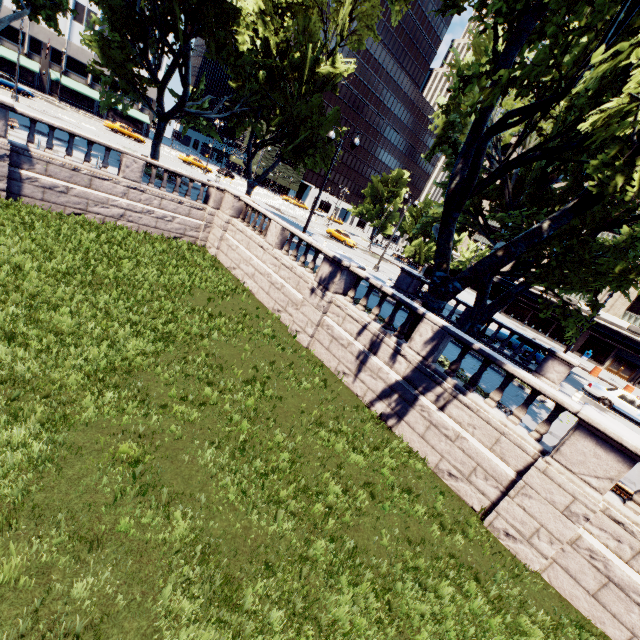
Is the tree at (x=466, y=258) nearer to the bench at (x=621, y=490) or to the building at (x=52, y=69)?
the building at (x=52, y=69)

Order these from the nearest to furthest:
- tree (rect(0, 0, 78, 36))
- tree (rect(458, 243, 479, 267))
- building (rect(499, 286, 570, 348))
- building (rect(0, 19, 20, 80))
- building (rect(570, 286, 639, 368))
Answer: tree (rect(0, 0, 78, 36)), building (rect(570, 286, 639, 368)), building (rect(499, 286, 570, 348)), building (rect(0, 19, 20, 80)), tree (rect(458, 243, 479, 267))

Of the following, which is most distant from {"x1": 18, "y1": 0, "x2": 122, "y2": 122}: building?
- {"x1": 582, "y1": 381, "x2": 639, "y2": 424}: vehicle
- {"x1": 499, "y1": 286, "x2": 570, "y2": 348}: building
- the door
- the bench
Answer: the door

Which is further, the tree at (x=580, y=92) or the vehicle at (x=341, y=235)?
the vehicle at (x=341, y=235)

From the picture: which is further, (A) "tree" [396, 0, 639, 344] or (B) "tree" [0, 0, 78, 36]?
(B) "tree" [0, 0, 78, 36]

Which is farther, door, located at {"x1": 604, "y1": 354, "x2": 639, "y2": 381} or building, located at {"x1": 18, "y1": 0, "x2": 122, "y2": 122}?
building, located at {"x1": 18, "y1": 0, "x2": 122, "y2": 122}

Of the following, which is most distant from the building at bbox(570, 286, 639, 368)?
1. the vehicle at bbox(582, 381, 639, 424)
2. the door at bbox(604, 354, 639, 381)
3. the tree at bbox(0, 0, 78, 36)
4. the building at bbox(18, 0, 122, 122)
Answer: the building at bbox(18, 0, 122, 122)

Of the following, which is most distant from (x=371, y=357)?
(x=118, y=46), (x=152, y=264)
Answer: (x=118, y=46)
